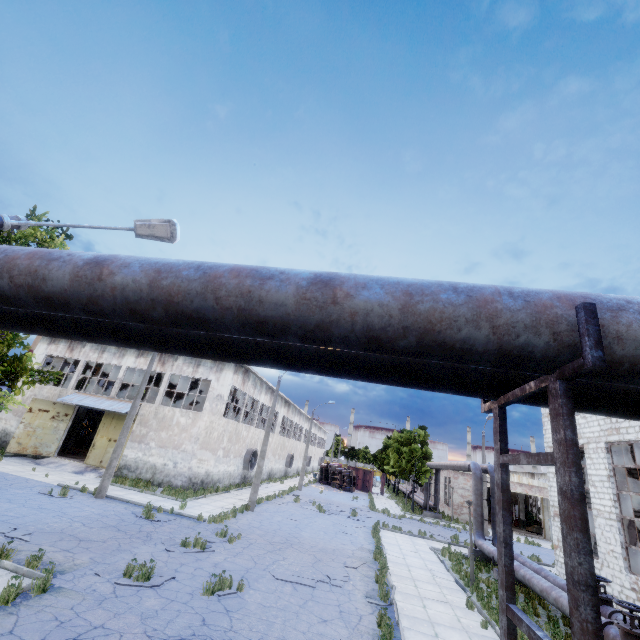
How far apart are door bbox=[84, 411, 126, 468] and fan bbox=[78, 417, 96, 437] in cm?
1192

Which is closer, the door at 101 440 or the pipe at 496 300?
the pipe at 496 300

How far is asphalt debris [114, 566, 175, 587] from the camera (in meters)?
8.47

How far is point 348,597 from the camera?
10.4m

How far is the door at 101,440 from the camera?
23.8m

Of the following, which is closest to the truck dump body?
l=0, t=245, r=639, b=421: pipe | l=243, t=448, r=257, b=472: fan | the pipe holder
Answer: l=243, t=448, r=257, b=472: fan

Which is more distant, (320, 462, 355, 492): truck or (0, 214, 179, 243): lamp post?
(320, 462, 355, 492): truck

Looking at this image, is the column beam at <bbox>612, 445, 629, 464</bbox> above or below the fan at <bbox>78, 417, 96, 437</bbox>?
above
